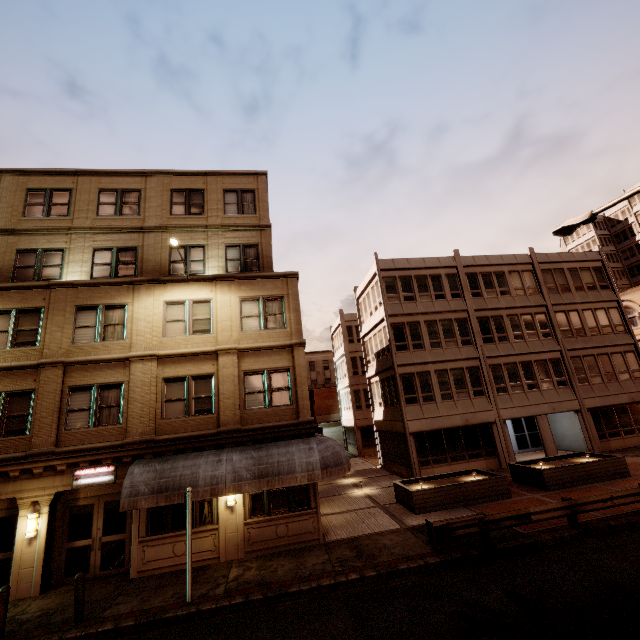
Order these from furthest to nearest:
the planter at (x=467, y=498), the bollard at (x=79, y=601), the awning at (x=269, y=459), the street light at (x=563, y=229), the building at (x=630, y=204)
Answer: the building at (x=630, y=204) → the planter at (x=467, y=498) → the awning at (x=269, y=459) → the bollard at (x=79, y=601) → the street light at (x=563, y=229)

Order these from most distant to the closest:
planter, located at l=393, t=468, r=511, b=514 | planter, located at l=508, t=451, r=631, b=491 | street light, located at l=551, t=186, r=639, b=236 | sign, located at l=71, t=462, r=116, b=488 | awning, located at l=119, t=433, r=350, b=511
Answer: planter, located at l=508, t=451, r=631, b=491, planter, located at l=393, t=468, r=511, b=514, sign, located at l=71, t=462, r=116, b=488, awning, located at l=119, t=433, r=350, b=511, street light, located at l=551, t=186, r=639, b=236

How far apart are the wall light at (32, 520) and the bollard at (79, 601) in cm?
366

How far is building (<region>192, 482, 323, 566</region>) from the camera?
12.23m

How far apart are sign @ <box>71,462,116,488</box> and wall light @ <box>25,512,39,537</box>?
1.2m

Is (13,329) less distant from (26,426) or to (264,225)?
(26,426)

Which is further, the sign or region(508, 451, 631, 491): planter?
region(508, 451, 631, 491): planter

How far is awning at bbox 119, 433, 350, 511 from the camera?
11.2m
